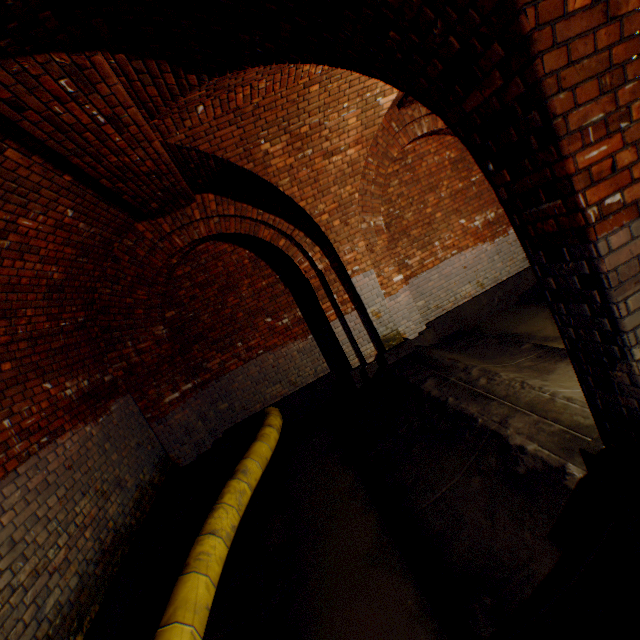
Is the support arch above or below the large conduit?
above

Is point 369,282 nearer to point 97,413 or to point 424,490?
point 424,490

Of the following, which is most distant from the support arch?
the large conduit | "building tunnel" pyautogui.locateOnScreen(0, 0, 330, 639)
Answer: the large conduit

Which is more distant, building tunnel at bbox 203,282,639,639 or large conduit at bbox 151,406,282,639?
large conduit at bbox 151,406,282,639

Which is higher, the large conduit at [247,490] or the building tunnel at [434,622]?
the large conduit at [247,490]

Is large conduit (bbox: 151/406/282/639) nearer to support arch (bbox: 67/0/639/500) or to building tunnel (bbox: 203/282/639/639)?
building tunnel (bbox: 203/282/639/639)

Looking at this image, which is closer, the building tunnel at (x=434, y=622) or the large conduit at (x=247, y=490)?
the building tunnel at (x=434, y=622)
